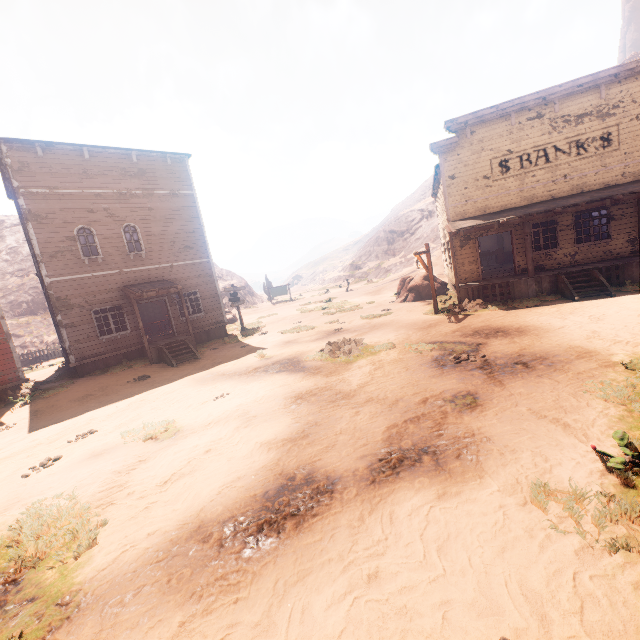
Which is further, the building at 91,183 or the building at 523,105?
the building at 91,183

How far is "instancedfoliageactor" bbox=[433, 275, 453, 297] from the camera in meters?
20.3

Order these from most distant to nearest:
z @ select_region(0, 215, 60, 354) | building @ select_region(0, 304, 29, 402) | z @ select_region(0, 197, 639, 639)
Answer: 1. z @ select_region(0, 215, 60, 354)
2. building @ select_region(0, 304, 29, 402)
3. z @ select_region(0, 197, 639, 639)

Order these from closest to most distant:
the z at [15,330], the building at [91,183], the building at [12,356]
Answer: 1. the building at [12,356]
2. the building at [91,183]
3. the z at [15,330]

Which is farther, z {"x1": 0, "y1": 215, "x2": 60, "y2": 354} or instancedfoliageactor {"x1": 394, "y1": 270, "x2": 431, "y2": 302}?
z {"x1": 0, "y1": 215, "x2": 60, "y2": 354}

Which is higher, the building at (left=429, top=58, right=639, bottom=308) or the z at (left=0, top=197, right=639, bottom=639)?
the building at (left=429, top=58, right=639, bottom=308)

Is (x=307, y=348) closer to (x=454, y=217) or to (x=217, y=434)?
(x=217, y=434)
